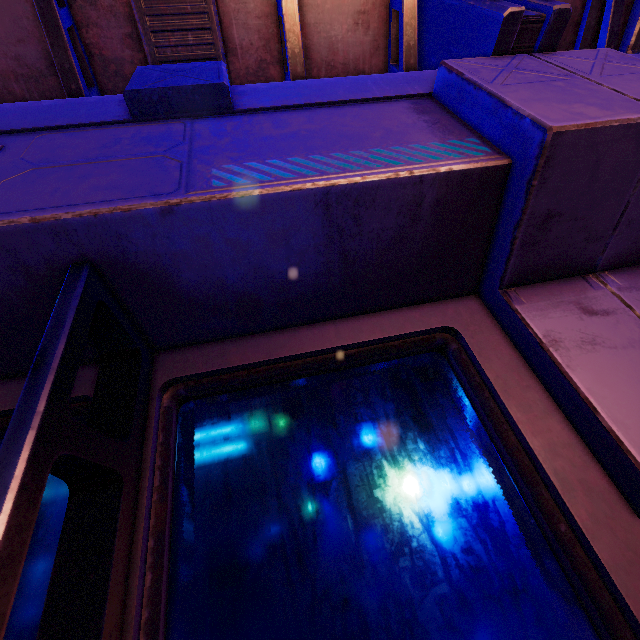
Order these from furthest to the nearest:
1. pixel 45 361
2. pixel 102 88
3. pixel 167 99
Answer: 1. pixel 102 88
2. pixel 167 99
3. pixel 45 361
